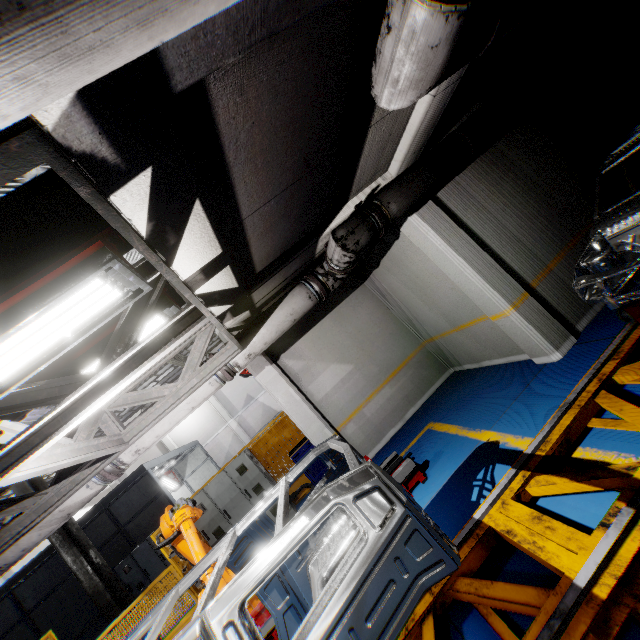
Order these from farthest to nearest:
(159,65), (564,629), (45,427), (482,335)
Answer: (482,335) → (45,427) → (564,629) → (159,65)

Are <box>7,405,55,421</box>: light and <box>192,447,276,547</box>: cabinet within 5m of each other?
no

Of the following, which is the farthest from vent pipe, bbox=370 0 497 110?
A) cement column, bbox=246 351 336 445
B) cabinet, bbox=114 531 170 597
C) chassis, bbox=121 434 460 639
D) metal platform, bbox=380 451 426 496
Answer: cabinet, bbox=114 531 170 597

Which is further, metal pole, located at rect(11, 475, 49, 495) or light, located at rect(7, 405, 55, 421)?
metal pole, located at rect(11, 475, 49, 495)

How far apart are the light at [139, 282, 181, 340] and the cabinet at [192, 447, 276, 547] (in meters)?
6.20

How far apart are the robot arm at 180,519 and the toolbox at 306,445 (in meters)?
3.24

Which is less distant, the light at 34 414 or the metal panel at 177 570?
the light at 34 414

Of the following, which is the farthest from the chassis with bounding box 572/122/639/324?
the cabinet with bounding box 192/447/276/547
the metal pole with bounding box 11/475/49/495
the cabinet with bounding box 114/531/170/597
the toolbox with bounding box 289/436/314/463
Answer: the cabinet with bounding box 114/531/170/597
